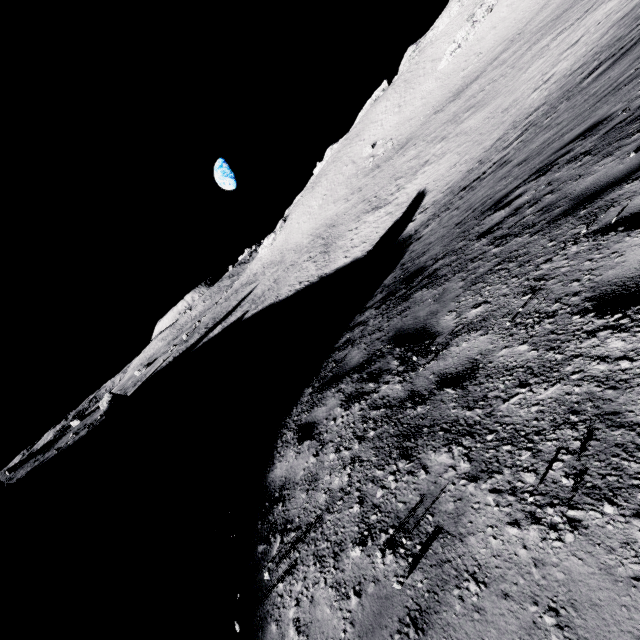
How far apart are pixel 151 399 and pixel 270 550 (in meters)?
61.14
